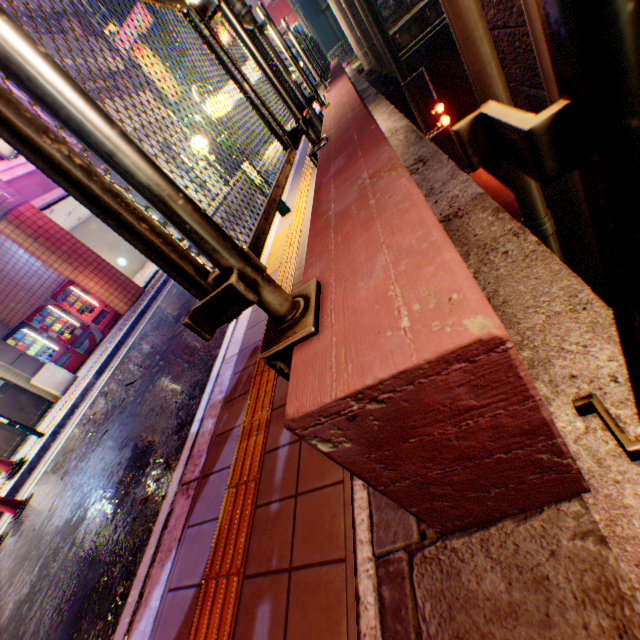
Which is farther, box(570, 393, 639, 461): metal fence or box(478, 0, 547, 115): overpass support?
box(478, 0, 547, 115): overpass support

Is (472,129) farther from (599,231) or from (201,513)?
(201,513)

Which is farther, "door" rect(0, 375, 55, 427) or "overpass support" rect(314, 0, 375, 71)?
"overpass support" rect(314, 0, 375, 71)

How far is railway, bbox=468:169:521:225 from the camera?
11.5m

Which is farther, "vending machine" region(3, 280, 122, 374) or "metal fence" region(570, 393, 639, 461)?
"vending machine" region(3, 280, 122, 374)

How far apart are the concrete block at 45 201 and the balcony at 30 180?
0.0 meters

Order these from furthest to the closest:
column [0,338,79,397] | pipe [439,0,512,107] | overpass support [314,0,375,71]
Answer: overpass support [314,0,375,71] < column [0,338,79,397] < pipe [439,0,512,107]

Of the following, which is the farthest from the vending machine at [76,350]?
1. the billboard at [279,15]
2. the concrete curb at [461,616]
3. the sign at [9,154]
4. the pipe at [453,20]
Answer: the billboard at [279,15]
